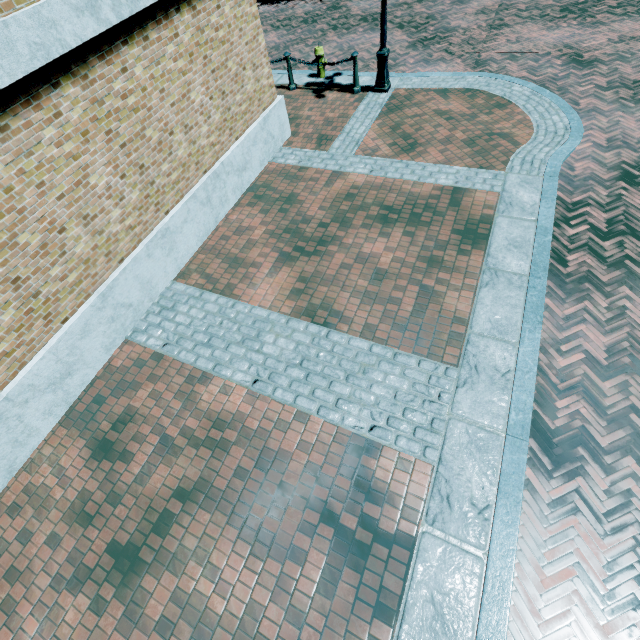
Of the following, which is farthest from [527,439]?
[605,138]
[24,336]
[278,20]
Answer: [278,20]
